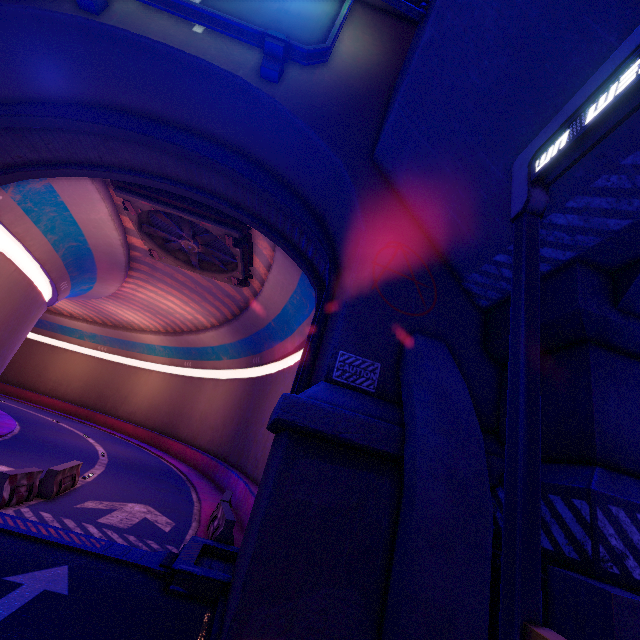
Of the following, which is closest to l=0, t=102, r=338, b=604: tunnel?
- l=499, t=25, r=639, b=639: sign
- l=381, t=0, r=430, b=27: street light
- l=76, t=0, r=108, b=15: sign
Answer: l=76, t=0, r=108, b=15: sign

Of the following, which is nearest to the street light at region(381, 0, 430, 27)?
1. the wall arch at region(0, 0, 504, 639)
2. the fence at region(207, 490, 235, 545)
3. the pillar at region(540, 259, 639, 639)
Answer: the wall arch at region(0, 0, 504, 639)

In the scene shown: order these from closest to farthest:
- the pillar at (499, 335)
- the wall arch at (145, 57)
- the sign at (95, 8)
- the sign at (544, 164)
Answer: the sign at (544, 164) < the wall arch at (145, 57) < the pillar at (499, 335) < the sign at (95, 8)

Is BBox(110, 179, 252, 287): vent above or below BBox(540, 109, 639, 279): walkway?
above

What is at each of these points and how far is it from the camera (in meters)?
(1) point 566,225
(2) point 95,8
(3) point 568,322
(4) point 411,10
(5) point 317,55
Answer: (1) walkway, 5.23
(2) sign, 8.44
(3) pillar, 5.29
(4) street light, 6.93
(5) sign, 8.80

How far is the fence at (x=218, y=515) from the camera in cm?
938

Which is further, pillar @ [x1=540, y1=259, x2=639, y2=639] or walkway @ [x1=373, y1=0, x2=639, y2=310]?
walkway @ [x1=373, y1=0, x2=639, y2=310]

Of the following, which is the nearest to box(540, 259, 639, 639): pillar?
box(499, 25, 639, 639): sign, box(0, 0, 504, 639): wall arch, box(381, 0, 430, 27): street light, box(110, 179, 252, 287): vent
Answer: box(0, 0, 504, 639): wall arch
